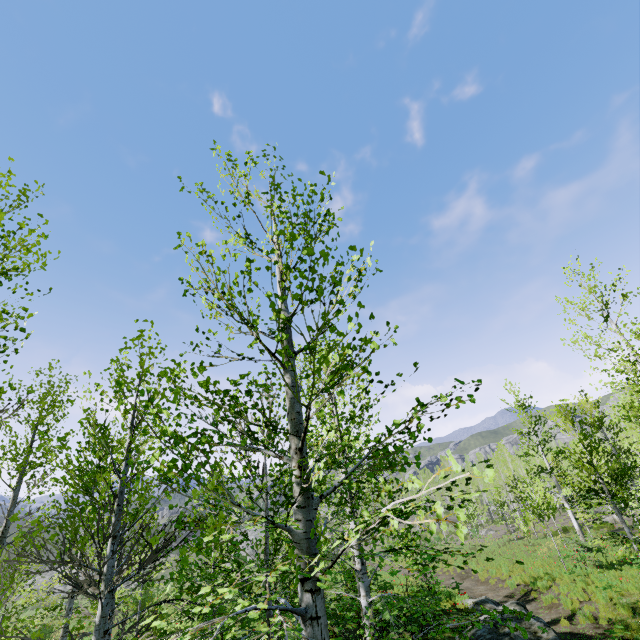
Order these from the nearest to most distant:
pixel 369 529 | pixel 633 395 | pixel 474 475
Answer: pixel 369 529 < pixel 633 395 < pixel 474 475

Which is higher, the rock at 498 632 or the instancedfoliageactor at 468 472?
the instancedfoliageactor at 468 472

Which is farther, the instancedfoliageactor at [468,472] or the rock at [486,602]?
the rock at [486,602]

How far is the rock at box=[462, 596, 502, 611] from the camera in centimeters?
1270cm

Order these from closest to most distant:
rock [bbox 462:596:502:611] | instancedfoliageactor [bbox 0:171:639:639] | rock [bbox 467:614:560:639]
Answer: instancedfoliageactor [bbox 0:171:639:639] < rock [bbox 467:614:560:639] < rock [bbox 462:596:502:611]

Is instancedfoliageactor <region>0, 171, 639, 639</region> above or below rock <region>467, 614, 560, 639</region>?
above

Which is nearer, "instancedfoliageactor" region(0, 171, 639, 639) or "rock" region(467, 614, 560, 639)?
"instancedfoliageactor" region(0, 171, 639, 639)

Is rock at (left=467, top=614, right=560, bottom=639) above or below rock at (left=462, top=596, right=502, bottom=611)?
above
